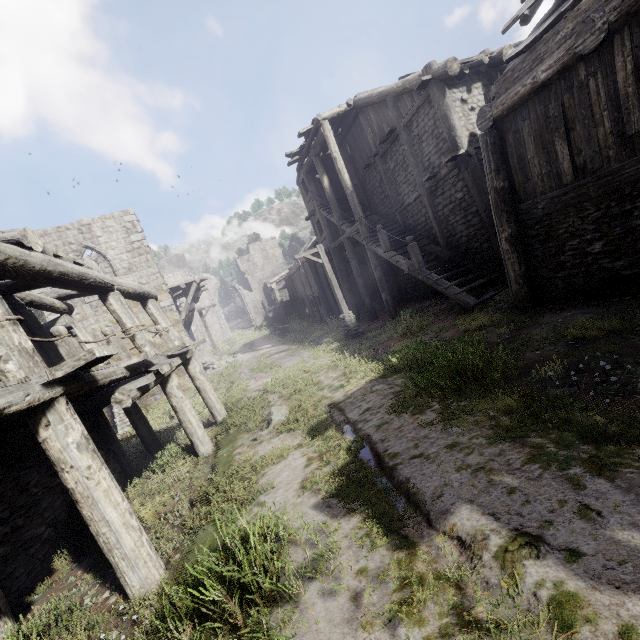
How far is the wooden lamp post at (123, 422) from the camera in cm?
1611

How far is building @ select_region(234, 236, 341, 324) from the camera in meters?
24.9 m

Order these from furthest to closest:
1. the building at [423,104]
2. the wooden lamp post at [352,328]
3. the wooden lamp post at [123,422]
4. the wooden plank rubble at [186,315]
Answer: the wooden plank rubble at [186,315] < the wooden lamp post at [123,422] < the wooden lamp post at [352,328] < the building at [423,104]

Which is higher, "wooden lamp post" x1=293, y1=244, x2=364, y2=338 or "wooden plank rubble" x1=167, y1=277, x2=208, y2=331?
"wooden plank rubble" x1=167, y1=277, x2=208, y2=331

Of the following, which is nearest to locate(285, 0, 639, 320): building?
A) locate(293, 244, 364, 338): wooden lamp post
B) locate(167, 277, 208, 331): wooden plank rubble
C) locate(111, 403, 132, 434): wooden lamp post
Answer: locate(167, 277, 208, 331): wooden plank rubble

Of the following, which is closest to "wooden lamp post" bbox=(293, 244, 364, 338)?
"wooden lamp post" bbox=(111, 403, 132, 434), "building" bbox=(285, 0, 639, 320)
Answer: "building" bbox=(285, 0, 639, 320)

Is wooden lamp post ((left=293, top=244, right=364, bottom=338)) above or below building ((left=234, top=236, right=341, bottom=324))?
below

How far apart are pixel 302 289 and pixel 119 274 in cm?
1612
